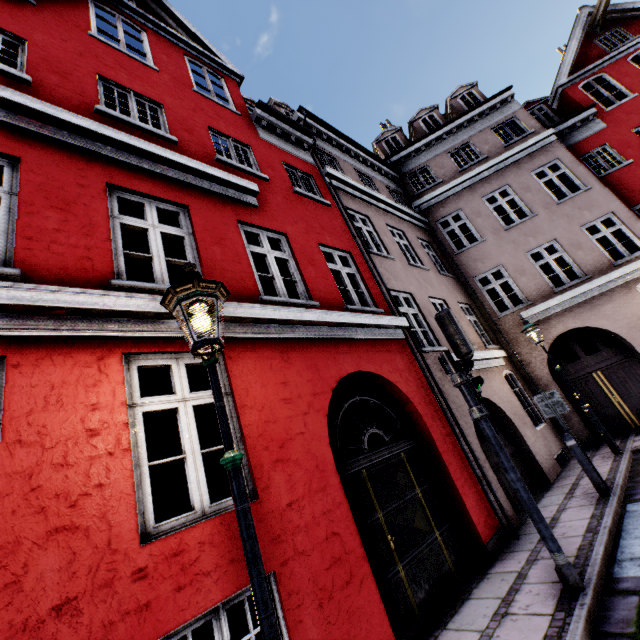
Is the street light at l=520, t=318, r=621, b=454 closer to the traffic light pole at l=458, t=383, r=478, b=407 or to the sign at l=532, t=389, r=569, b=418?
the sign at l=532, t=389, r=569, b=418

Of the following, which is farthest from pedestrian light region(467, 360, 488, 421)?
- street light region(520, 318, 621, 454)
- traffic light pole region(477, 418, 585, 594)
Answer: street light region(520, 318, 621, 454)

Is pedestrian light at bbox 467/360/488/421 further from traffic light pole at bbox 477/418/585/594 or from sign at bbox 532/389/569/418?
sign at bbox 532/389/569/418

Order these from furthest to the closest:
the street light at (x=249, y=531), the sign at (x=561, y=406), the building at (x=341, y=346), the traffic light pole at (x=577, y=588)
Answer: the sign at (x=561, y=406), the traffic light pole at (x=577, y=588), the building at (x=341, y=346), the street light at (x=249, y=531)

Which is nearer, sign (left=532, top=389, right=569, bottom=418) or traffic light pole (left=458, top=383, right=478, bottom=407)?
traffic light pole (left=458, top=383, right=478, bottom=407)

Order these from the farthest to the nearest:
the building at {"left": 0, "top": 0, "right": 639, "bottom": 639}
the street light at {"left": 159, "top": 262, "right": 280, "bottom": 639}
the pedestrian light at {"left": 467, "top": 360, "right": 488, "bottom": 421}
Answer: the pedestrian light at {"left": 467, "top": 360, "right": 488, "bottom": 421} → the building at {"left": 0, "top": 0, "right": 639, "bottom": 639} → the street light at {"left": 159, "top": 262, "right": 280, "bottom": 639}

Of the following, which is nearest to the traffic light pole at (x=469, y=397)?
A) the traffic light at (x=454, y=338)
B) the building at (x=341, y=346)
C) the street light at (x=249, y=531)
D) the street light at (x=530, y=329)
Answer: the traffic light at (x=454, y=338)

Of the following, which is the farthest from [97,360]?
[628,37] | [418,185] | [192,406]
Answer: [628,37]
